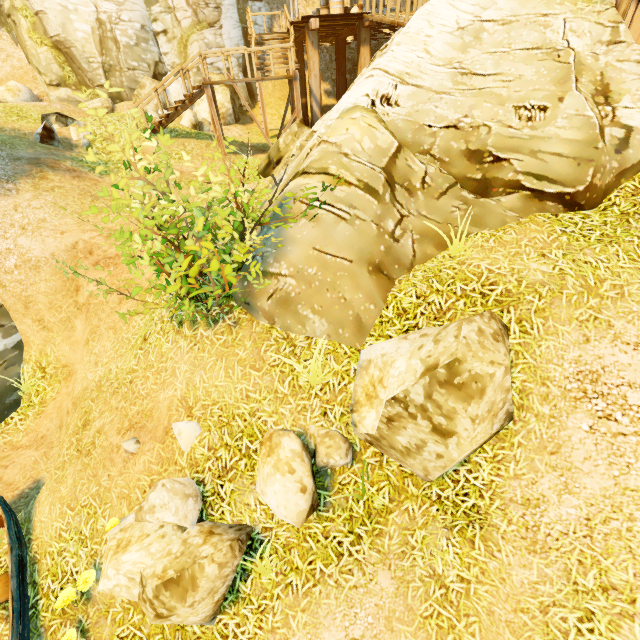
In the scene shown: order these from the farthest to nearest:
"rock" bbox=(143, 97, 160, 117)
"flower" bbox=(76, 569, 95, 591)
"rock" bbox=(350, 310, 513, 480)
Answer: "rock" bbox=(143, 97, 160, 117), "flower" bbox=(76, 569, 95, 591), "rock" bbox=(350, 310, 513, 480)

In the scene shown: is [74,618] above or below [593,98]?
below

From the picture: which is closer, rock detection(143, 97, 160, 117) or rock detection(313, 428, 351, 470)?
rock detection(313, 428, 351, 470)

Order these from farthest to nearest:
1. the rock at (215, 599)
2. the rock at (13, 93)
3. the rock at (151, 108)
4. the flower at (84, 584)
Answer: the rock at (13, 93)
the rock at (151, 108)
the flower at (84, 584)
the rock at (215, 599)

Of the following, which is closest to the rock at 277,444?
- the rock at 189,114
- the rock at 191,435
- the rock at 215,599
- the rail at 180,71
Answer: the rock at 215,599

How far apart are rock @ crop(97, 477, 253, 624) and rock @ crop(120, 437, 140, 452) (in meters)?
0.64

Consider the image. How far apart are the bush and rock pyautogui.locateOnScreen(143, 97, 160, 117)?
13.6 meters

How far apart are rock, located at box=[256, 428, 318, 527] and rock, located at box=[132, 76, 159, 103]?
17.4 meters
